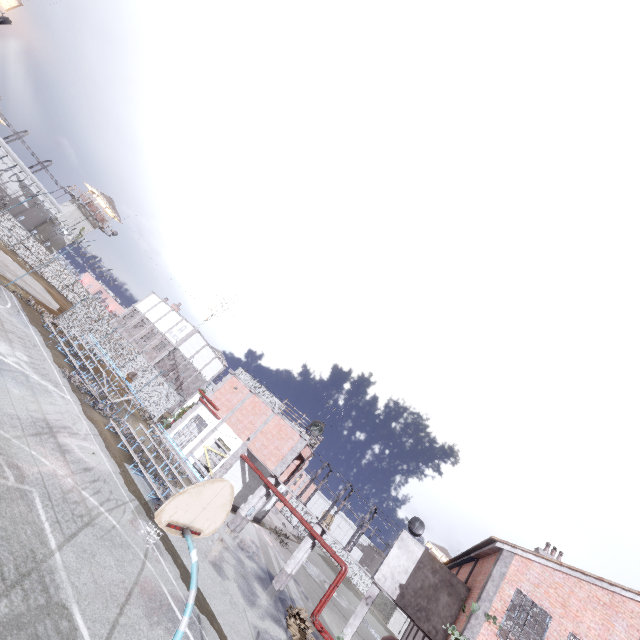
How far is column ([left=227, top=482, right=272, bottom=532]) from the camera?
20.8m

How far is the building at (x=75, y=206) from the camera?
49.1m

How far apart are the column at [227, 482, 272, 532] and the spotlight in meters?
8.8

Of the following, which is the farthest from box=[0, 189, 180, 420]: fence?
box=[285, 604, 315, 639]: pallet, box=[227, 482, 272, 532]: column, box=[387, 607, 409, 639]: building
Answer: box=[285, 604, 315, 639]: pallet

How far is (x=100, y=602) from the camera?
6.97m

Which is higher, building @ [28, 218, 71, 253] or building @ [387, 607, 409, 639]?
building @ [28, 218, 71, 253]

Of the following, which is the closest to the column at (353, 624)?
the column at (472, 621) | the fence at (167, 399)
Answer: the column at (472, 621)

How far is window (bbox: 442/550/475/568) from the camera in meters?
20.0
